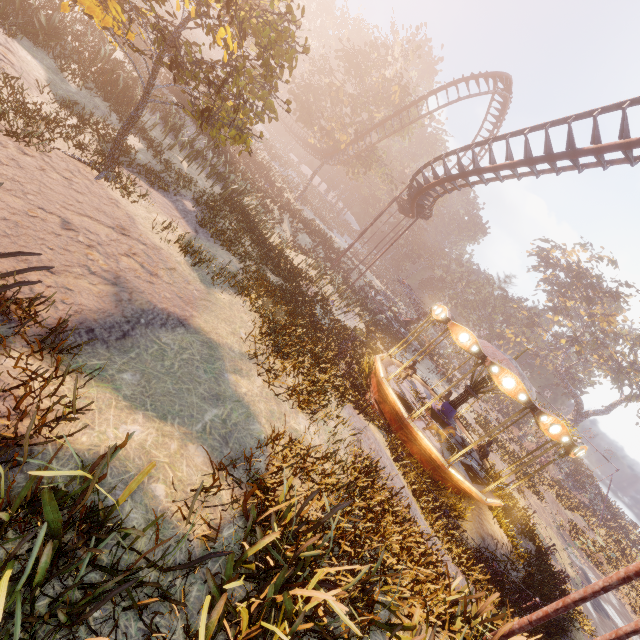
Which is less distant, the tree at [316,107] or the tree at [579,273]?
the tree at [316,107]

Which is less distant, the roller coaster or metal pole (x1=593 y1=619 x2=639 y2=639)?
metal pole (x1=593 y1=619 x2=639 y2=639)

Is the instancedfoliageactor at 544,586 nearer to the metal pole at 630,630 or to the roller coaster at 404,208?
the metal pole at 630,630

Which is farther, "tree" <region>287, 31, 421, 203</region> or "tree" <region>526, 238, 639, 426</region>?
"tree" <region>526, 238, 639, 426</region>

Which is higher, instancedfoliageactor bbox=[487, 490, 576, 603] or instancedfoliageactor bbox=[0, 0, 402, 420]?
instancedfoliageactor bbox=[0, 0, 402, 420]

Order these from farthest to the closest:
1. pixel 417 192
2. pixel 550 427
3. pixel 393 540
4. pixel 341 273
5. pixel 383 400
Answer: pixel 341 273 → pixel 417 192 → pixel 383 400 → pixel 550 427 → pixel 393 540

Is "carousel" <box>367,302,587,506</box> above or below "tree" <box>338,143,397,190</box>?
below

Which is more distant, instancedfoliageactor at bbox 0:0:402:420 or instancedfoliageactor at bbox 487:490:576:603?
instancedfoliageactor at bbox 487:490:576:603
